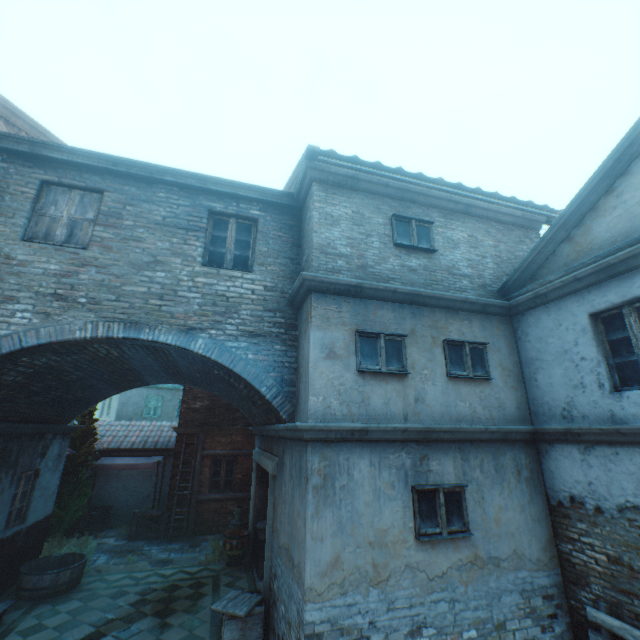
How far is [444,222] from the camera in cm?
732

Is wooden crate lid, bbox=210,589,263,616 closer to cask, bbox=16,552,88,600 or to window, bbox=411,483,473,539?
window, bbox=411,483,473,539

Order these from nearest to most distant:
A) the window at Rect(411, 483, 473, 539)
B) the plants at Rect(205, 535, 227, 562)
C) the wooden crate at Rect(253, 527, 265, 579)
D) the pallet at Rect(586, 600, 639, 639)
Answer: the pallet at Rect(586, 600, 639, 639) → the window at Rect(411, 483, 473, 539) → the wooden crate at Rect(253, 527, 265, 579) → the plants at Rect(205, 535, 227, 562)

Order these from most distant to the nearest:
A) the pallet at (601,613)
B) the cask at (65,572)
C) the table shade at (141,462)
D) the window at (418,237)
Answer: the table shade at (141,462)
the cask at (65,572)
the window at (418,237)
the pallet at (601,613)

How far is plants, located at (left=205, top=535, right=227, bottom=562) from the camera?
9.93m

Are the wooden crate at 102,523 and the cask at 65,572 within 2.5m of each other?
no

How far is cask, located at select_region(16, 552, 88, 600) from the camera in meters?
7.6 m

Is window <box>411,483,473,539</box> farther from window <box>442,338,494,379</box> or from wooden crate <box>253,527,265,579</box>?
wooden crate <box>253,527,265,579</box>
